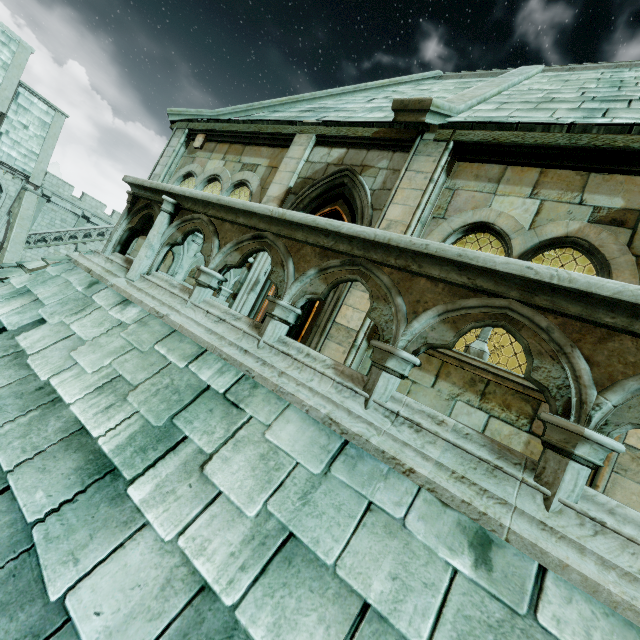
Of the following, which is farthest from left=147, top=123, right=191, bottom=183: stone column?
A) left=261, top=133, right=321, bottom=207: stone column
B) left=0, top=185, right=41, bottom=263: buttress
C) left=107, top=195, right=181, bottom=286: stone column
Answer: left=0, top=185, right=41, bottom=263: buttress

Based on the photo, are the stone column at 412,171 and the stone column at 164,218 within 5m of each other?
yes

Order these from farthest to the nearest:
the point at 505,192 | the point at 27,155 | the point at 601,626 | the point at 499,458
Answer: the point at 27,155 → the point at 505,192 → the point at 499,458 → the point at 601,626

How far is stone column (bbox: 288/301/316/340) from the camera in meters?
15.4 m

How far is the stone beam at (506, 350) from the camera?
14.6m

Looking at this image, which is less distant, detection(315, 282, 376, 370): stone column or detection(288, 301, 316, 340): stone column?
detection(315, 282, 376, 370): stone column

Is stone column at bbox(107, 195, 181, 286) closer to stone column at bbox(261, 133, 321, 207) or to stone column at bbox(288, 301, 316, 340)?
stone column at bbox(261, 133, 321, 207)

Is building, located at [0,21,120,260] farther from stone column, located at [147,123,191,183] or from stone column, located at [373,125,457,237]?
stone column, located at [373,125,457,237]
